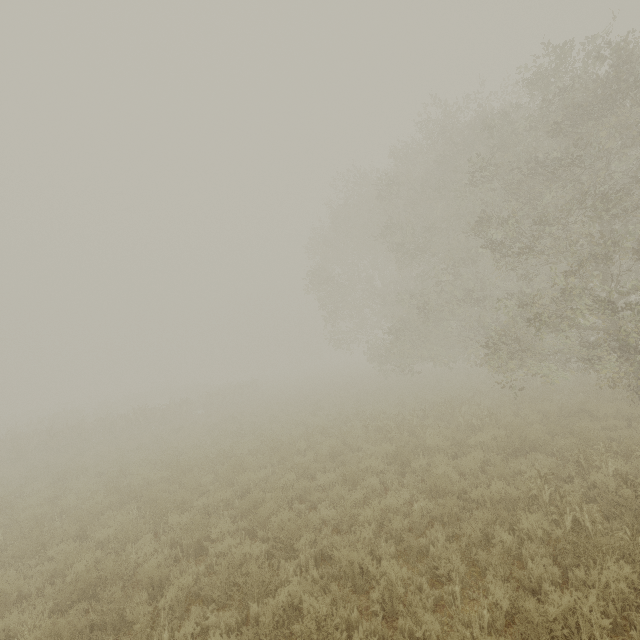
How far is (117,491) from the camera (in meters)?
9.79
